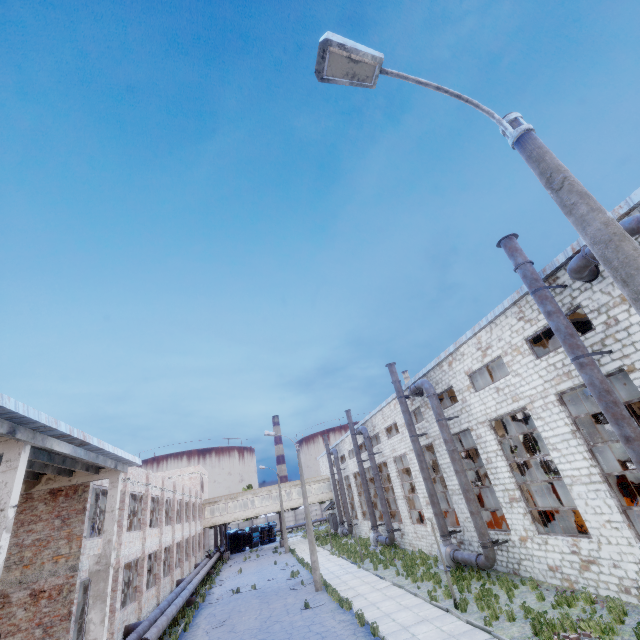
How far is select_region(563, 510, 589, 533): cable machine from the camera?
17.84m

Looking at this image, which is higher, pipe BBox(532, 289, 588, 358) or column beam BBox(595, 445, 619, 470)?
pipe BBox(532, 289, 588, 358)

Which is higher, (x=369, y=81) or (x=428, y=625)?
(x=369, y=81)

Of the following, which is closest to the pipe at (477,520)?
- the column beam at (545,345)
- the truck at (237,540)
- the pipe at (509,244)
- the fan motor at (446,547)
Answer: the fan motor at (446,547)

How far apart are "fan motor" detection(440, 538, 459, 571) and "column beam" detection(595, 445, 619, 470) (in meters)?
18.15

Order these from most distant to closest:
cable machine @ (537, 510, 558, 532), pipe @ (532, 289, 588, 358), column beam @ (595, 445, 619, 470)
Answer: column beam @ (595, 445, 619, 470) → cable machine @ (537, 510, 558, 532) → pipe @ (532, 289, 588, 358)

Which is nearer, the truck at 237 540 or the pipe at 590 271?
the pipe at 590 271

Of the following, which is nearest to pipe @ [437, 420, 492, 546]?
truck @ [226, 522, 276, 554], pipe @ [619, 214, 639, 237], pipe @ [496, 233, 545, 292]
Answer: pipe @ [496, 233, 545, 292]
